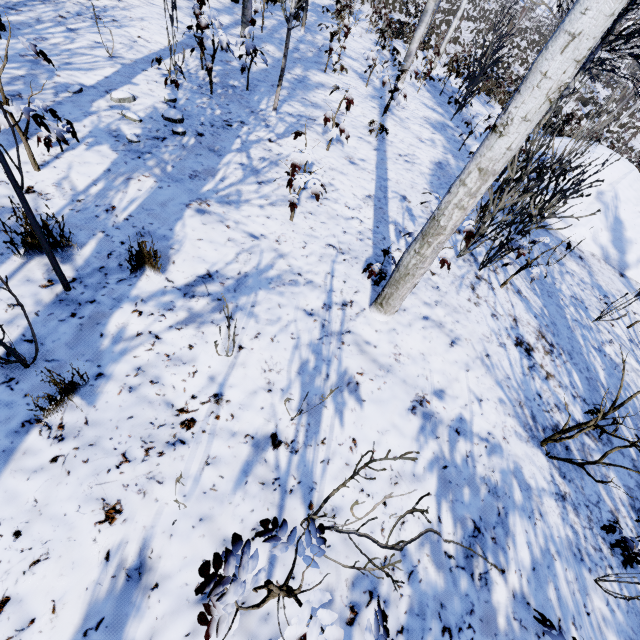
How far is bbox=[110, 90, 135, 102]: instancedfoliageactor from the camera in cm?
392

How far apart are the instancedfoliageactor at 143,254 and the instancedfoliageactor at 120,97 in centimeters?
268cm

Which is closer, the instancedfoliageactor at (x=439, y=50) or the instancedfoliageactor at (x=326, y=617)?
the instancedfoliageactor at (x=326, y=617)

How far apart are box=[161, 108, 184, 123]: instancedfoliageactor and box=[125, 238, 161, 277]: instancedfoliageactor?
2.43m

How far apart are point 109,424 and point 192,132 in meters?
3.8

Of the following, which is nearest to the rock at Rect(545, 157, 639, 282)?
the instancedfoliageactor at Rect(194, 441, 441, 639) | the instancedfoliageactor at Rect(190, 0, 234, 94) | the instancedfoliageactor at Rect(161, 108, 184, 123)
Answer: the instancedfoliageactor at Rect(190, 0, 234, 94)

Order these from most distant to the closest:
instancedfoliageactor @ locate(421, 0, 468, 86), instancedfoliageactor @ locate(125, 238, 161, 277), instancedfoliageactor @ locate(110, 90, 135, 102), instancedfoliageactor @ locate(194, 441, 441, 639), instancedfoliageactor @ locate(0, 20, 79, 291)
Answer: instancedfoliageactor @ locate(421, 0, 468, 86) → instancedfoliageactor @ locate(110, 90, 135, 102) → instancedfoliageactor @ locate(125, 238, 161, 277) → instancedfoliageactor @ locate(0, 20, 79, 291) → instancedfoliageactor @ locate(194, 441, 441, 639)

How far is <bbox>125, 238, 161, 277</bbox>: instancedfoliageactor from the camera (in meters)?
2.51
